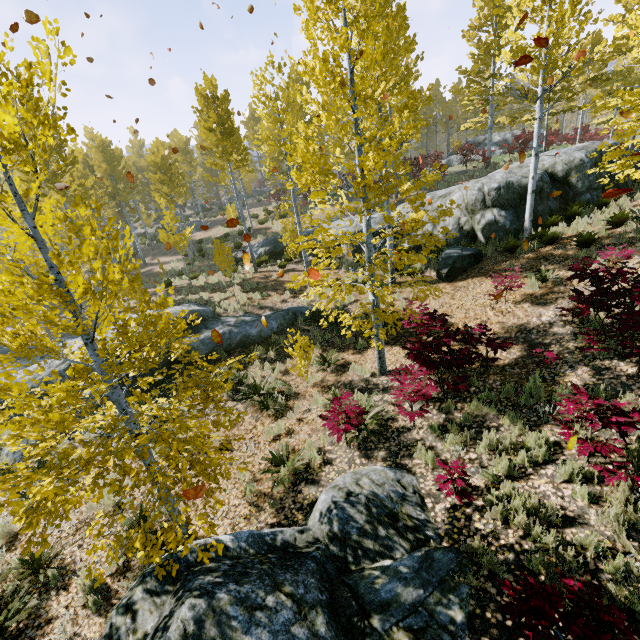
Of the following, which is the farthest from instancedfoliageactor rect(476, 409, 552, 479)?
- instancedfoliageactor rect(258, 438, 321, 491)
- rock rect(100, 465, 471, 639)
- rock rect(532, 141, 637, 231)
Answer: instancedfoliageactor rect(258, 438, 321, 491)

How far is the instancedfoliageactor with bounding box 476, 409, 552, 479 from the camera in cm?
517

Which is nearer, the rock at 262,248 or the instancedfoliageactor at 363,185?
the instancedfoliageactor at 363,185

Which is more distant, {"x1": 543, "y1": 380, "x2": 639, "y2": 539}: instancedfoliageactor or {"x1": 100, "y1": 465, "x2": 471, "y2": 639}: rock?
{"x1": 543, "y1": 380, "x2": 639, "y2": 539}: instancedfoliageactor

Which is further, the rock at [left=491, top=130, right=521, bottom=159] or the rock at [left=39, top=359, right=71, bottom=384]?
the rock at [left=491, top=130, right=521, bottom=159]

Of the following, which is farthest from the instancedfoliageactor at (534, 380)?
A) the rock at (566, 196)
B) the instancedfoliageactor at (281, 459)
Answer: the instancedfoliageactor at (281, 459)

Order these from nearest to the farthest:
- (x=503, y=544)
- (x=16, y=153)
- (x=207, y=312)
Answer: (x=16, y=153), (x=503, y=544), (x=207, y=312)
